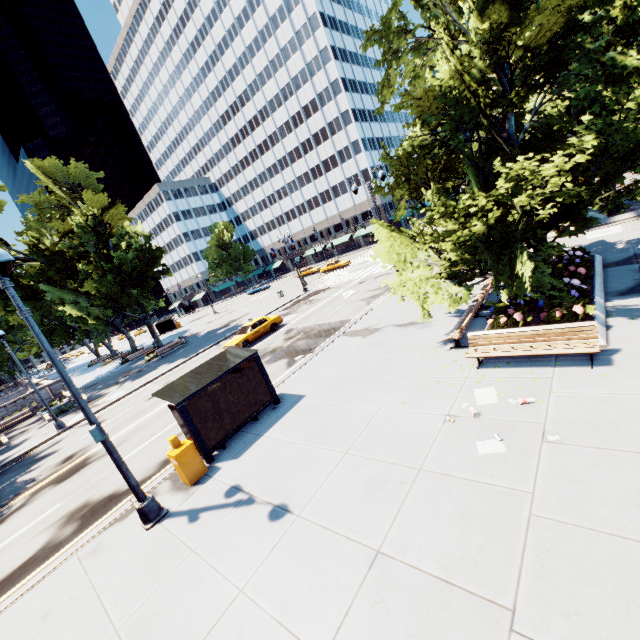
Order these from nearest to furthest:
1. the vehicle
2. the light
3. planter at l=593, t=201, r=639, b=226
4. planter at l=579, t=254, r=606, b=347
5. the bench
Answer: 1. the light
2. the bench
3. planter at l=579, t=254, r=606, b=347
4. planter at l=593, t=201, r=639, b=226
5. the vehicle

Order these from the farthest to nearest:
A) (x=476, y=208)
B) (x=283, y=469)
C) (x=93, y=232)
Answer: (x=93, y=232) < (x=476, y=208) < (x=283, y=469)

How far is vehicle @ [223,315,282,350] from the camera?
23.14m

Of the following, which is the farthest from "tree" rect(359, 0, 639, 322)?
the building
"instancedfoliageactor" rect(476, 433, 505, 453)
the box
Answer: the box

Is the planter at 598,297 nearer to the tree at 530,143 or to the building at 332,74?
the tree at 530,143

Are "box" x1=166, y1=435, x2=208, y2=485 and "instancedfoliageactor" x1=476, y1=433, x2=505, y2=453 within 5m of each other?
no

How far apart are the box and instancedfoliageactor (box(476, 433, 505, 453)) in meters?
7.5 m

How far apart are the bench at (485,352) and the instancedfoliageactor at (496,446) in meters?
2.7 m
